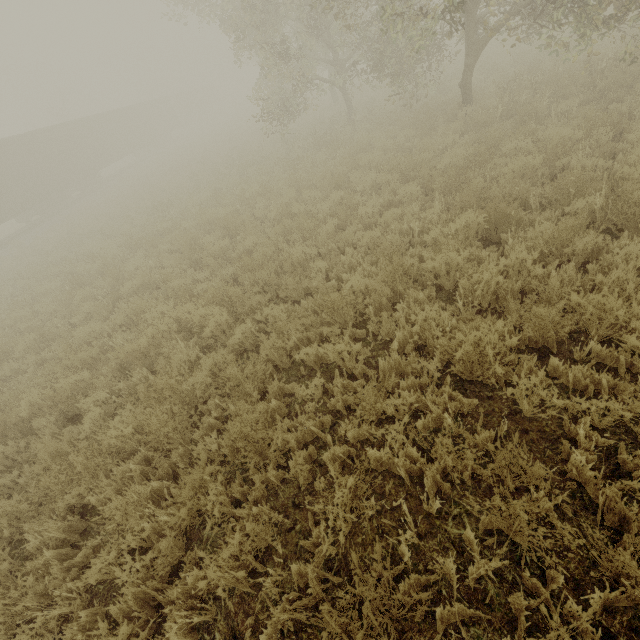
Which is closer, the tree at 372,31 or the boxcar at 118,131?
the tree at 372,31

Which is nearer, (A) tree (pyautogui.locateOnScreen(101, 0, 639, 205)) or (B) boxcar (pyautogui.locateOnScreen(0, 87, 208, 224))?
(A) tree (pyautogui.locateOnScreen(101, 0, 639, 205))

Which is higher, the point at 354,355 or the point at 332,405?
the point at 354,355
